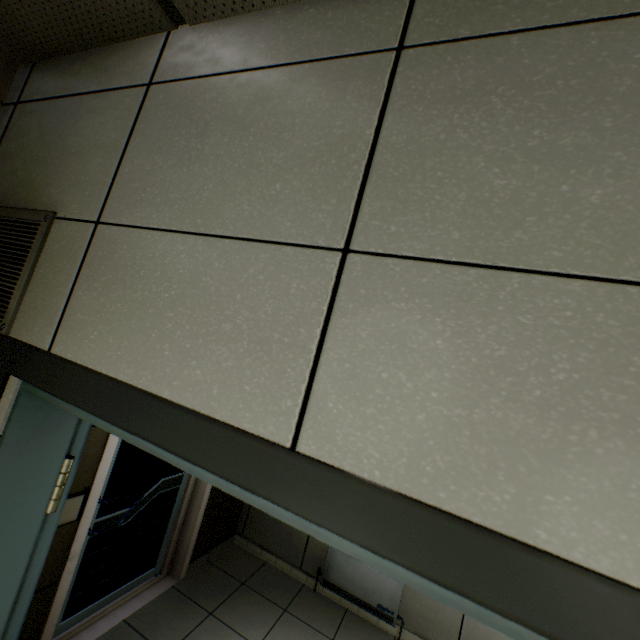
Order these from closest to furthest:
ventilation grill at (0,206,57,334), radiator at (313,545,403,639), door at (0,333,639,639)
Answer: door at (0,333,639,639)
ventilation grill at (0,206,57,334)
radiator at (313,545,403,639)

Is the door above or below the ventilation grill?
below

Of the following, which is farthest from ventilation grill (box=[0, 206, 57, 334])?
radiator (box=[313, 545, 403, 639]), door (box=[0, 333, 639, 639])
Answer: radiator (box=[313, 545, 403, 639])

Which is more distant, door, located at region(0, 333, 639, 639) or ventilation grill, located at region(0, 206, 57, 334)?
ventilation grill, located at region(0, 206, 57, 334)

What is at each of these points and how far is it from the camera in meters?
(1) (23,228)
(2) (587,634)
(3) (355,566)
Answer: (1) ventilation grill, 1.1 m
(2) door, 0.4 m
(3) radiator, 3.3 m

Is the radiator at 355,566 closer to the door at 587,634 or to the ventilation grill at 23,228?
the door at 587,634

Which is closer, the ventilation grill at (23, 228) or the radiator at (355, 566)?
the ventilation grill at (23, 228)
